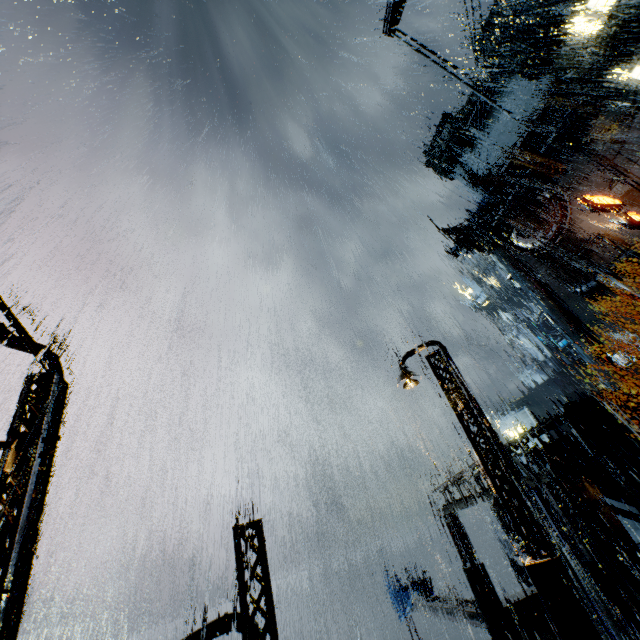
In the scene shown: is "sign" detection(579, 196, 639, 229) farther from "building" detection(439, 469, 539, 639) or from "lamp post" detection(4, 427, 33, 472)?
"lamp post" detection(4, 427, 33, 472)

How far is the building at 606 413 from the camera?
18.33m

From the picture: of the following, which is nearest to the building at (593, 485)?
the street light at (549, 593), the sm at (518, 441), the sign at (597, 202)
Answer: the sm at (518, 441)

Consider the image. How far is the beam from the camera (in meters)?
17.61

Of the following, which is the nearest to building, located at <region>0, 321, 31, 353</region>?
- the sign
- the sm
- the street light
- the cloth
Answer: the sm

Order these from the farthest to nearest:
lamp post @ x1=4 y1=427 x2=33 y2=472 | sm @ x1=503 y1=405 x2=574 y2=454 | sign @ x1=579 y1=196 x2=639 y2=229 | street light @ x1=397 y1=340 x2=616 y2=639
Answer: sign @ x1=579 y1=196 x2=639 y2=229, sm @ x1=503 y1=405 x2=574 y2=454, lamp post @ x1=4 y1=427 x2=33 y2=472, street light @ x1=397 y1=340 x2=616 y2=639

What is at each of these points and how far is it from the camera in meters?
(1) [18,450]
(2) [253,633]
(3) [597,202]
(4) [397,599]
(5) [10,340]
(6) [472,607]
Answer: (1) lamp post, 7.1 m
(2) building, 6.2 m
(3) sign, 30.2 m
(4) cloth, 26.2 m
(5) building, 7.3 m
(6) beam, 18.3 m

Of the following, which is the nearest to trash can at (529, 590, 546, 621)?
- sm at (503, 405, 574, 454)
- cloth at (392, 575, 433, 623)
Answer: sm at (503, 405, 574, 454)
